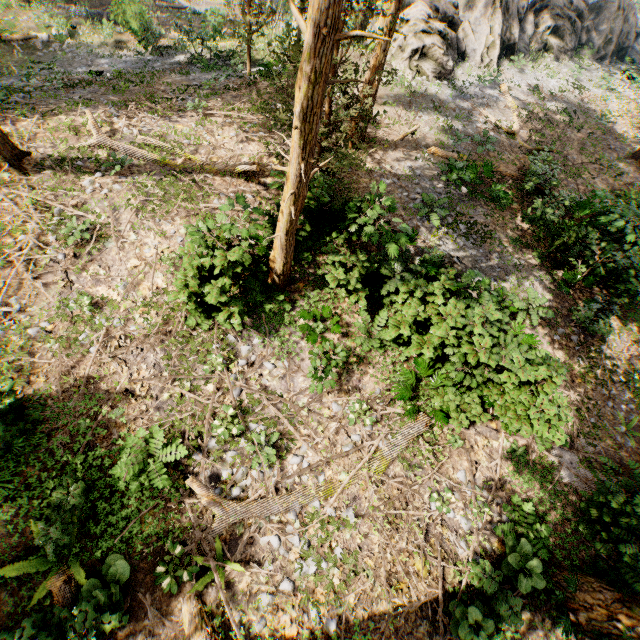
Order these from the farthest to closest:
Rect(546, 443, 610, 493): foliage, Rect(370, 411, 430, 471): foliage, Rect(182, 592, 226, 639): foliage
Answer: Rect(370, 411, 430, 471): foliage < Rect(546, 443, 610, 493): foliage < Rect(182, 592, 226, 639): foliage

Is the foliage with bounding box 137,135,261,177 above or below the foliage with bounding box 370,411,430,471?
above

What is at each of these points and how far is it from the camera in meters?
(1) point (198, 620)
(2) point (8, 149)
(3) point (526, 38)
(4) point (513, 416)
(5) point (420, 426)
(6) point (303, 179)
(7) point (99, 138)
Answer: (1) foliage, 6.4
(2) foliage, 10.3
(3) rock, 26.6
(4) foliage, 9.0
(5) foliage, 9.2
(6) foliage, 6.8
(7) foliage, 11.9

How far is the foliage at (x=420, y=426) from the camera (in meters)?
8.70

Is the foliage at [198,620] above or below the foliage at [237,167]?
below

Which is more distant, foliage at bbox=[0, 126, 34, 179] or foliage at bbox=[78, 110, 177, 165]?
foliage at bbox=[78, 110, 177, 165]

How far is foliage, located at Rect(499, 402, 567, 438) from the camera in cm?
770
